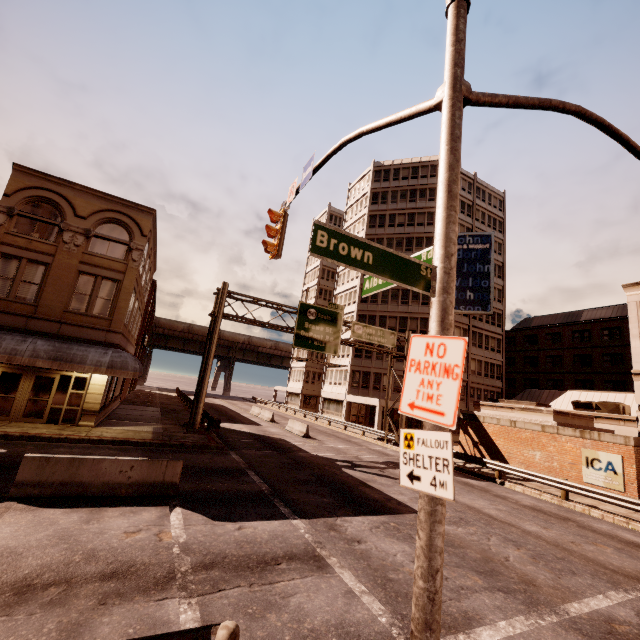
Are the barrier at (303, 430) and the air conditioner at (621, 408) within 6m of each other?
no

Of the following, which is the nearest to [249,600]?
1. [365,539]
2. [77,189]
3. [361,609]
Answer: [361,609]

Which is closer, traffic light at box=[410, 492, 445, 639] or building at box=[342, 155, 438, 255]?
Result: traffic light at box=[410, 492, 445, 639]

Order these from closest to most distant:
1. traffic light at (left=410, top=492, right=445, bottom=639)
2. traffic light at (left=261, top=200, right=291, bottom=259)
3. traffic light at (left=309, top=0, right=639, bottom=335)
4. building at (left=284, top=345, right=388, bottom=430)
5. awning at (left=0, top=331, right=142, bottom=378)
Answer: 1. traffic light at (left=410, top=492, right=445, bottom=639)
2. traffic light at (left=309, top=0, right=639, bottom=335)
3. traffic light at (left=261, top=200, right=291, bottom=259)
4. awning at (left=0, top=331, right=142, bottom=378)
5. building at (left=284, top=345, right=388, bottom=430)

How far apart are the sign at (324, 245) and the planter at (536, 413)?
22.7m

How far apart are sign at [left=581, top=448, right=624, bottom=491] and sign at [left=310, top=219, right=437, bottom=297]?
20.48m

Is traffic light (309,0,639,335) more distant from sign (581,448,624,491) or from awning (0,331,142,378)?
sign (581,448,624,491)

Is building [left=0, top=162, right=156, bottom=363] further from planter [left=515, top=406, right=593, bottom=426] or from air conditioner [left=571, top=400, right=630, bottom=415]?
air conditioner [left=571, top=400, right=630, bottom=415]
